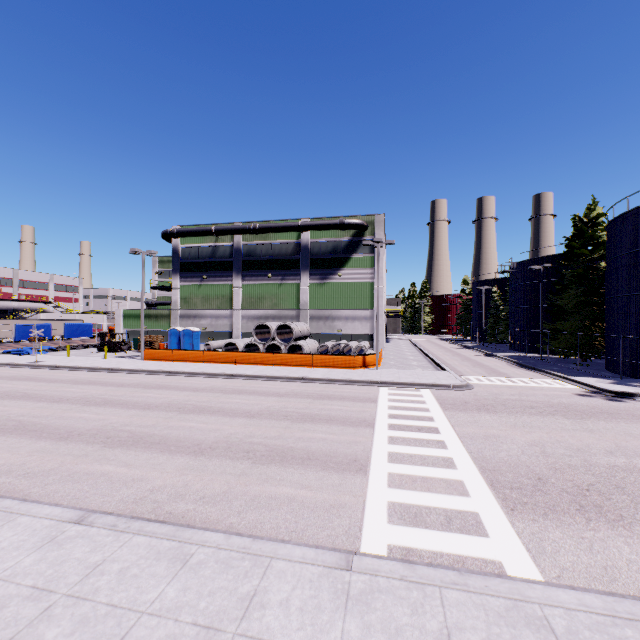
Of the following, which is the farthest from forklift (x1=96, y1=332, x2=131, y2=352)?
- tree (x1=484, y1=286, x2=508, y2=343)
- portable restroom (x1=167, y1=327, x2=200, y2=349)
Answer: tree (x1=484, y1=286, x2=508, y2=343)

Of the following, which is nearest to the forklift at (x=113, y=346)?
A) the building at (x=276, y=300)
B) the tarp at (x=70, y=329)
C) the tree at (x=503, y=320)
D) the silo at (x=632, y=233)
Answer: the building at (x=276, y=300)

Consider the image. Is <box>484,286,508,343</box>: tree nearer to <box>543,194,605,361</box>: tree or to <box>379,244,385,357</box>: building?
<box>379,244,385,357</box>: building

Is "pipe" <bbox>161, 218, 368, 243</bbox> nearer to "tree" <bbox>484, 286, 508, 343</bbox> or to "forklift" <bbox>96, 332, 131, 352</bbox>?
"forklift" <bbox>96, 332, 131, 352</bbox>

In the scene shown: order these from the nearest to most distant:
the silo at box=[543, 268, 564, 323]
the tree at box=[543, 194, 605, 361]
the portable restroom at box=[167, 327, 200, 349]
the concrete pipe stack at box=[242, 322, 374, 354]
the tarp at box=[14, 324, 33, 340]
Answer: the concrete pipe stack at box=[242, 322, 374, 354] → the tree at box=[543, 194, 605, 361] → the portable restroom at box=[167, 327, 200, 349] → the tarp at box=[14, 324, 33, 340] → the silo at box=[543, 268, 564, 323]

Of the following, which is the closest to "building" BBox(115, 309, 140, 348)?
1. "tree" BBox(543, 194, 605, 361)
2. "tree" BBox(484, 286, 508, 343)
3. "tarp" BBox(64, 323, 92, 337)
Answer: "tree" BBox(543, 194, 605, 361)

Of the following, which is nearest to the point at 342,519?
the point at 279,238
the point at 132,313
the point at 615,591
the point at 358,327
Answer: the point at 615,591

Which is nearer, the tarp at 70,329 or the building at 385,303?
the building at 385,303
